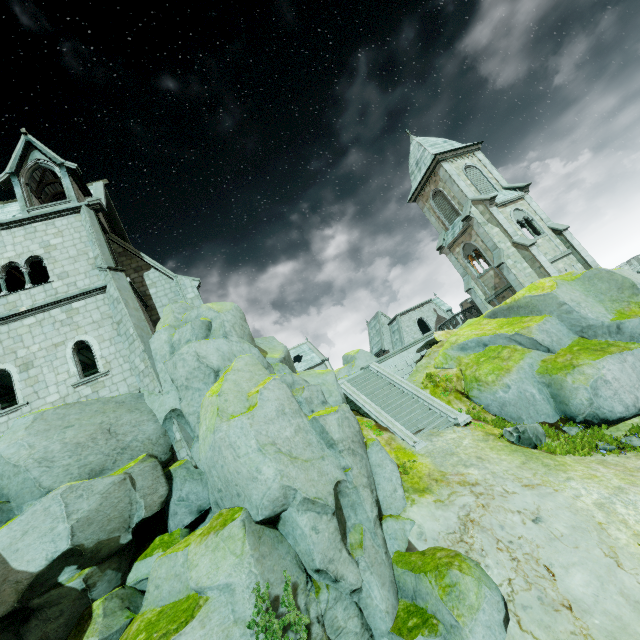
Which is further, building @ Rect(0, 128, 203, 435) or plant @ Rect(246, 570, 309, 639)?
building @ Rect(0, 128, 203, 435)

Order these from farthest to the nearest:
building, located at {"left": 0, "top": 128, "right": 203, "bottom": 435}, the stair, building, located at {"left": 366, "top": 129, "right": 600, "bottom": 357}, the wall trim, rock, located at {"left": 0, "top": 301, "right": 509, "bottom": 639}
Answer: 1. building, located at {"left": 366, "top": 129, "right": 600, "bottom": 357}
2. the wall trim
3. the stair
4. building, located at {"left": 0, "top": 128, "right": 203, "bottom": 435}
5. rock, located at {"left": 0, "top": 301, "right": 509, "bottom": 639}

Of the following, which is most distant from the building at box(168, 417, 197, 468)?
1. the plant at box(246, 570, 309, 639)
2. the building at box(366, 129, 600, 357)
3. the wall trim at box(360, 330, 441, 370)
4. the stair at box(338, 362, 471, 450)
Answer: the building at box(366, 129, 600, 357)

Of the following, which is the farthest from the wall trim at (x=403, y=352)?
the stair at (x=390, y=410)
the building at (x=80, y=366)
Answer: the building at (x=80, y=366)

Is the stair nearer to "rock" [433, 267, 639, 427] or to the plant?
"rock" [433, 267, 639, 427]

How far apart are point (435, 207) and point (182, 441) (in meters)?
28.86

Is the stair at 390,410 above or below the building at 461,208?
below

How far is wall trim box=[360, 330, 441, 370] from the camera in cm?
2145
